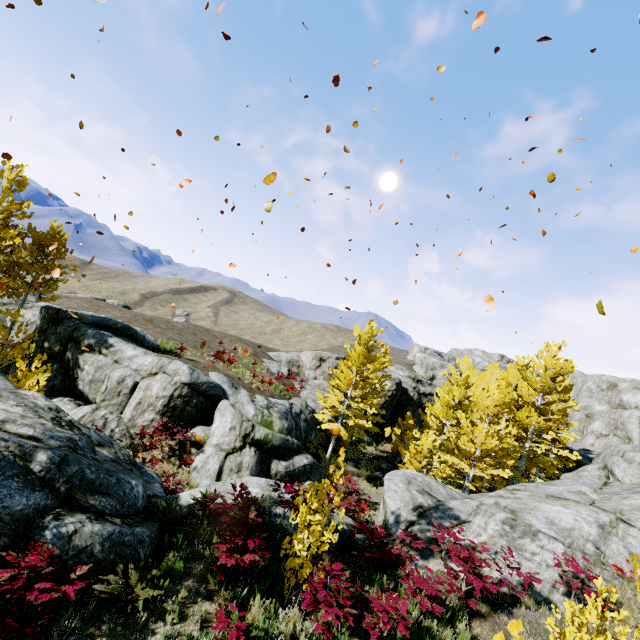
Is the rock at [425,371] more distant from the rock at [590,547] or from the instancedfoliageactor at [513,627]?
the instancedfoliageactor at [513,627]

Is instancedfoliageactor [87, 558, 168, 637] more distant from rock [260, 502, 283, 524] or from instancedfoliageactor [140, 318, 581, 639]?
instancedfoliageactor [140, 318, 581, 639]

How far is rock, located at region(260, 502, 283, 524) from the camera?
8.46m

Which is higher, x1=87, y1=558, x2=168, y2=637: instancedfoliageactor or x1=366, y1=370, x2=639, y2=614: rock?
x1=366, y1=370, x2=639, y2=614: rock

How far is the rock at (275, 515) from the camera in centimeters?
846cm

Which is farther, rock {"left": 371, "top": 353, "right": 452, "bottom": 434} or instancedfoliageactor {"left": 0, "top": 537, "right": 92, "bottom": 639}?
rock {"left": 371, "top": 353, "right": 452, "bottom": 434}

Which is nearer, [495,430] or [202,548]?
[202,548]

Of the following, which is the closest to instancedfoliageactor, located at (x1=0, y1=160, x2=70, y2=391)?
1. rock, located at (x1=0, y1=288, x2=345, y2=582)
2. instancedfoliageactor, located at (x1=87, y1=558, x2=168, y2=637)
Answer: rock, located at (x1=0, y1=288, x2=345, y2=582)
